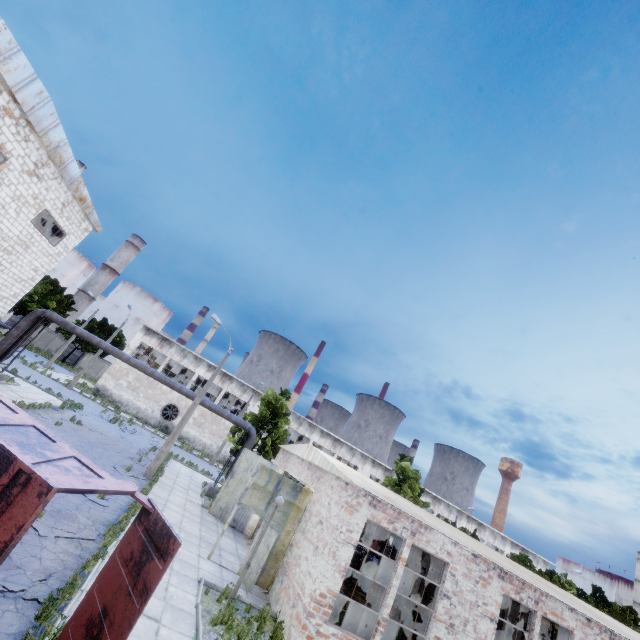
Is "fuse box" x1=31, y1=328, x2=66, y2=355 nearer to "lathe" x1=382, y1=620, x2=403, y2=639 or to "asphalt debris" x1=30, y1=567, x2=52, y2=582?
"asphalt debris" x1=30, y1=567, x2=52, y2=582

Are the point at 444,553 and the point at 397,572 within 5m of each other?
yes

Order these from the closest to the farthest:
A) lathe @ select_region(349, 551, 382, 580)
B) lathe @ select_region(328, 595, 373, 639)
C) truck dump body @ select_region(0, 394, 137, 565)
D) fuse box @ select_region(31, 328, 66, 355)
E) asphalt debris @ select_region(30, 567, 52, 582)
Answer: truck dump body @ select_region(0, 394, 137, 565) → asphalt debris @ select_region(30, 567, 52, 582) → lathe @ select_region(328, 595, 373, 639) → lathe @ select_region(349, 551, 382, 580) → fuse box @ select_region(31, 328, 66, 355)

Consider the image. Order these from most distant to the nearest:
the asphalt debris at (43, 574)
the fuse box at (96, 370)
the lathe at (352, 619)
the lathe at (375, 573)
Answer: the fuse box at (96, 370) → the lathe at (375, 573) → the lathe at (352, 619) → the asphalt debris at (43, 574)

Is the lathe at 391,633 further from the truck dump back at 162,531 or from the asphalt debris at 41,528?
the truck dump back at 162,531

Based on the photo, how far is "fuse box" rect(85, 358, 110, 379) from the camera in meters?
54.2 m

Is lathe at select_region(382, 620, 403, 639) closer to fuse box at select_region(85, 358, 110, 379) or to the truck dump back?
the truck dump back

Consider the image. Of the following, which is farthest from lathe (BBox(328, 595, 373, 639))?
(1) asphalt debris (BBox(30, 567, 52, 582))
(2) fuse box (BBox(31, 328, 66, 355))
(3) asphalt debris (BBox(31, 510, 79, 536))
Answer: (2) fuse box (BBox(31, 328, 66, 355))
